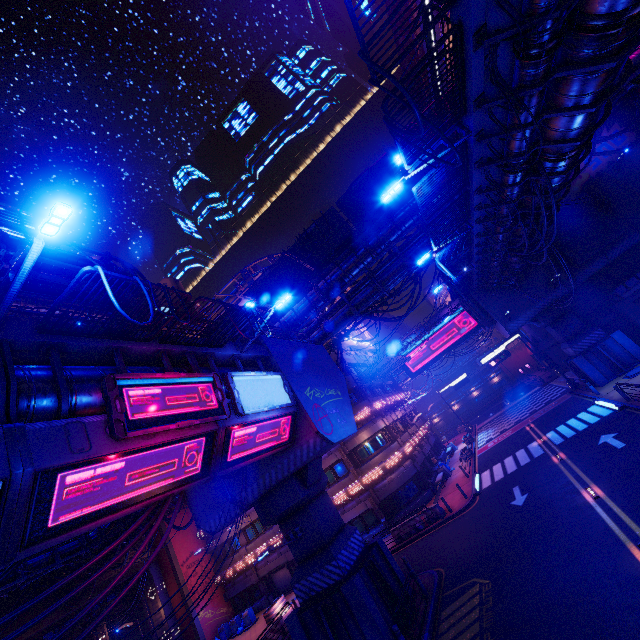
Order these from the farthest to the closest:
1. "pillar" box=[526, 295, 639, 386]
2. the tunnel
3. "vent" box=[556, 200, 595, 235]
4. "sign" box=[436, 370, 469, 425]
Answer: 1. "sign" box=[436, 370, 469, 425]
2. the tunnel
3. "vent" box=[556, 200, 595, 235]
4. "pillar" box=[526, 295, 639, 386]

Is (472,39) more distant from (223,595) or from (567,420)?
(223,595)

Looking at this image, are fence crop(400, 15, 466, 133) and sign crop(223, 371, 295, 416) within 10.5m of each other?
yes

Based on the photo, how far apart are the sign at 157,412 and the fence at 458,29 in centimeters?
890cm

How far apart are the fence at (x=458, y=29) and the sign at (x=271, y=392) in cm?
891

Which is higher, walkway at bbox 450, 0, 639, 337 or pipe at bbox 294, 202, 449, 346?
pipe at bbox 294, 202, 449, 346

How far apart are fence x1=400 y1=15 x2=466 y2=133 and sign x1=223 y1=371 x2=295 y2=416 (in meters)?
8.91

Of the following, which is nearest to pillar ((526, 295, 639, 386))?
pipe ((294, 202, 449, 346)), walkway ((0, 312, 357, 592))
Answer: pipe ((294, 202, 449, 346))
